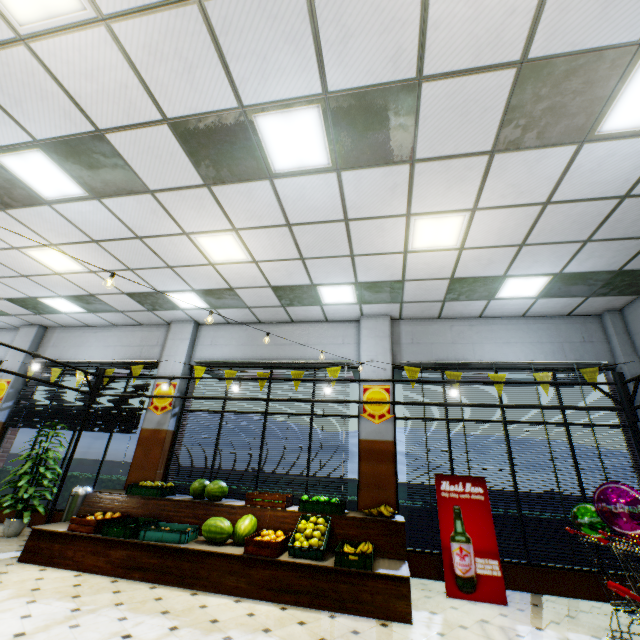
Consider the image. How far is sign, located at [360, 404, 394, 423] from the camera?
6.60m

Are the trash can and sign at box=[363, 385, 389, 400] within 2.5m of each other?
no

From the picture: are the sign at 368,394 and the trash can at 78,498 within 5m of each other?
no

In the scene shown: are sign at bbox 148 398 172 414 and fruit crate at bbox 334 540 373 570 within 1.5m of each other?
no

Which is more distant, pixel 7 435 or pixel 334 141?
pixel 7 435

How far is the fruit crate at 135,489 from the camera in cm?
603

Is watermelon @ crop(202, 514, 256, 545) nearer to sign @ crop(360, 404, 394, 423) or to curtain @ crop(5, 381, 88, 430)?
sign @ crop(360, 404, 394, 423)

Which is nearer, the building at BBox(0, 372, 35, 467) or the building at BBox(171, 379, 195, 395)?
the building at BBox(171, 379, 195, 395)
